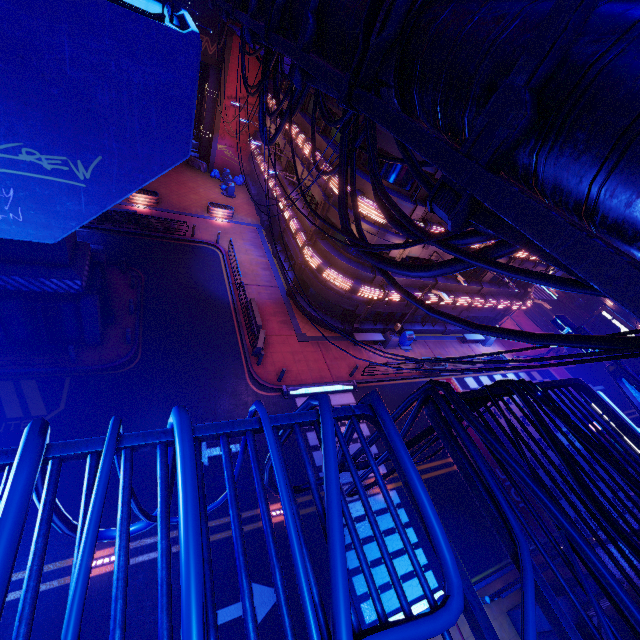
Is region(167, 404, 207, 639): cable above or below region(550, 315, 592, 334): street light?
below

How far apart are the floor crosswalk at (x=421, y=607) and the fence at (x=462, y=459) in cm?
1233

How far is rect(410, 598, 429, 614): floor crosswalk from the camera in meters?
12.6 m

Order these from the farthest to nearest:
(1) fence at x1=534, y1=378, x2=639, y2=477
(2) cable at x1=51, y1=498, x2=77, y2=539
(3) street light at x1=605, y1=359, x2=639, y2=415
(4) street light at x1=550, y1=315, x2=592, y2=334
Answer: (4) street light at x1=550, y1=315, x2=592, y2=334 → (3) street light at x1=605, y1=359, x2=639, y2=415 → (1) fence at x1=534, y1=378, x2=639, y2=477 → (2) cable at x1=51, y1=498, x2=77, y2=539

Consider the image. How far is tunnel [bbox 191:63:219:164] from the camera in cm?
3098

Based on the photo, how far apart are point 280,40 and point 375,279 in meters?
14.4 m

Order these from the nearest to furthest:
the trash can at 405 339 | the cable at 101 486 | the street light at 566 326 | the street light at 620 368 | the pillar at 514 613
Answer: the cable at 101 486 → the street light at 620 368 → the street light at 566 326 → the pillar at 514 613 → the trash can at 405 339

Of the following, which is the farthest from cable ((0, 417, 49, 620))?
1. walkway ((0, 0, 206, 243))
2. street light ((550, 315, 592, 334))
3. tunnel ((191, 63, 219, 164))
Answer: tunnel ((191, 63, 219, 164))
